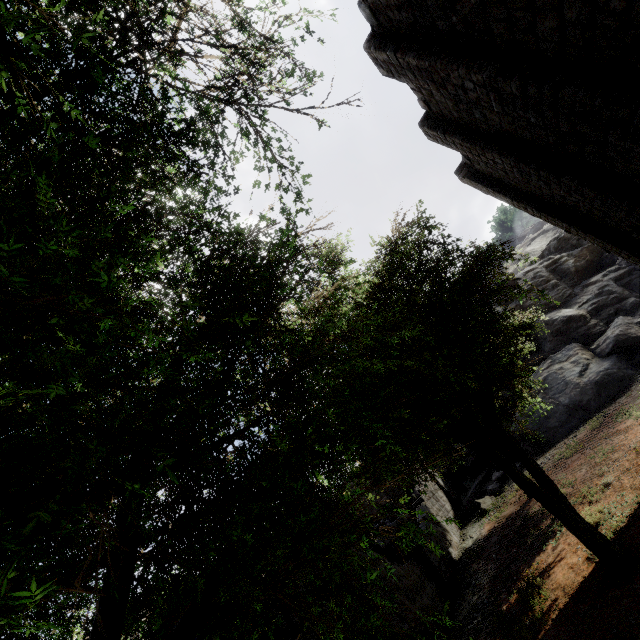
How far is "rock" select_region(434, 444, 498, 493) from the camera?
24.3m

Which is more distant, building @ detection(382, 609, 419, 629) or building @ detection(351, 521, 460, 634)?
building @ detection(351, 521, 460, 634)

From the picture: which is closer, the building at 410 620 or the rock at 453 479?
the building at 410 620

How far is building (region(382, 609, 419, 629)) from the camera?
9.61m

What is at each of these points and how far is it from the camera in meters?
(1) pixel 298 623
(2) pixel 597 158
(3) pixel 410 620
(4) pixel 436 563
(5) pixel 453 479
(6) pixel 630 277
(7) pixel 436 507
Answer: (1) building, 8.0
(2) building, 8.2
(3) building, 10.5
(4) building, 13.7
(5) rock, 25.7
(6) rock, 22.1
(7) building, 19.6

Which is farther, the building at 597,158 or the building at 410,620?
the building at 410,620
